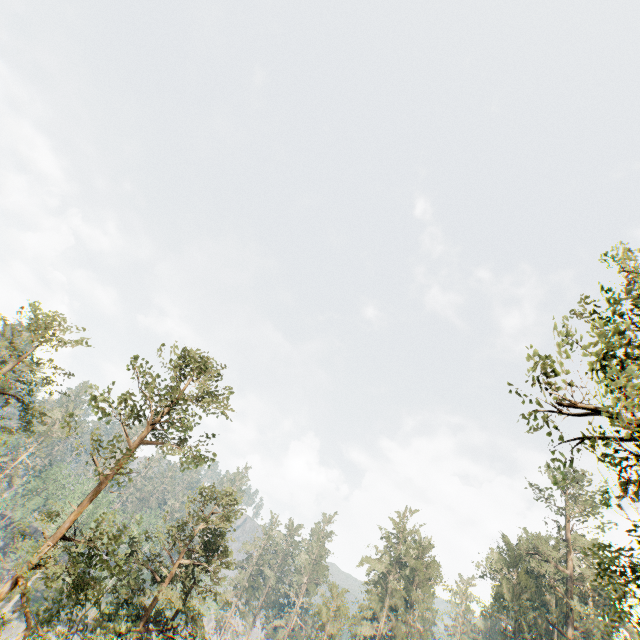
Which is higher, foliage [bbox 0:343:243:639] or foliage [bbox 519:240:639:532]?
foliage [bbox 519:240:639:532]

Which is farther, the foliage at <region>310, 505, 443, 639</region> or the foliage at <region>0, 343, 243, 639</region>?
the foliage at <region>310, 505, 443, 639</region>

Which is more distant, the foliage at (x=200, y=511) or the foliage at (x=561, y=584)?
the foliage at (x=200, y=511)

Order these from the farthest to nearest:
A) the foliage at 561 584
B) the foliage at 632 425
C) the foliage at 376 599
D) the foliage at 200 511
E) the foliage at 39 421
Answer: the foliage at 376 599, the foliage at 39 421, the foliage at 200 511, the foliage at 561 584, the foliage at 632 425

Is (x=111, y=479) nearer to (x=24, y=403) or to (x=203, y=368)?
(x=203, y=368)

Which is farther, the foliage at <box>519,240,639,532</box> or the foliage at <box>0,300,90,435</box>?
the foliage at <box>0,300,90,435</box>
